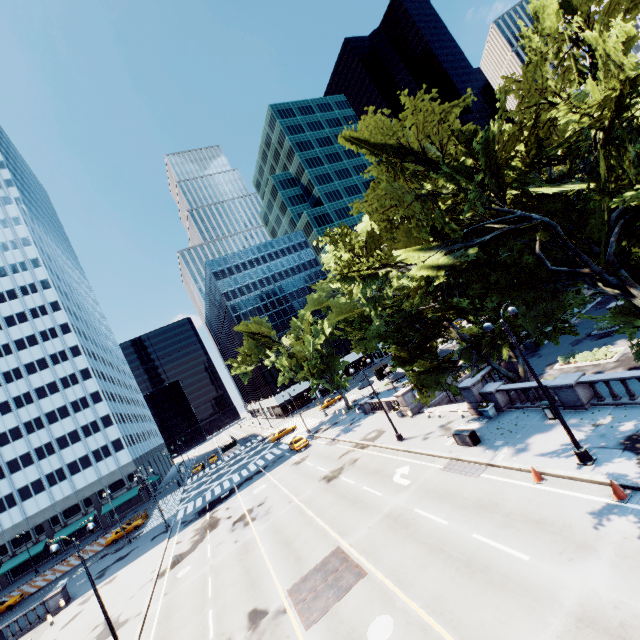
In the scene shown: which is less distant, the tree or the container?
the tree

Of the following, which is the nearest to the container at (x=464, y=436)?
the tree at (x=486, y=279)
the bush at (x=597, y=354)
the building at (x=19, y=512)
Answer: the tree at (x=486, y=279)

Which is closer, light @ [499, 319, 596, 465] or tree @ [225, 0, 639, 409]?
tree @ [225, 0, 639, 409]

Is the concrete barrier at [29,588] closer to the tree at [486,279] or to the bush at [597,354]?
the tree at [486,279]

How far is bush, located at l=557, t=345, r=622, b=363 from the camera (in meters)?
25.44

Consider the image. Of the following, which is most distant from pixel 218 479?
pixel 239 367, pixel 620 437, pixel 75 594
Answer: pixel 620 437

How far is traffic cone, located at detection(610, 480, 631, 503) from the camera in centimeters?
1134cm

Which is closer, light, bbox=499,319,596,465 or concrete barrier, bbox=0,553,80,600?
light, bbox=499,319,596,465
